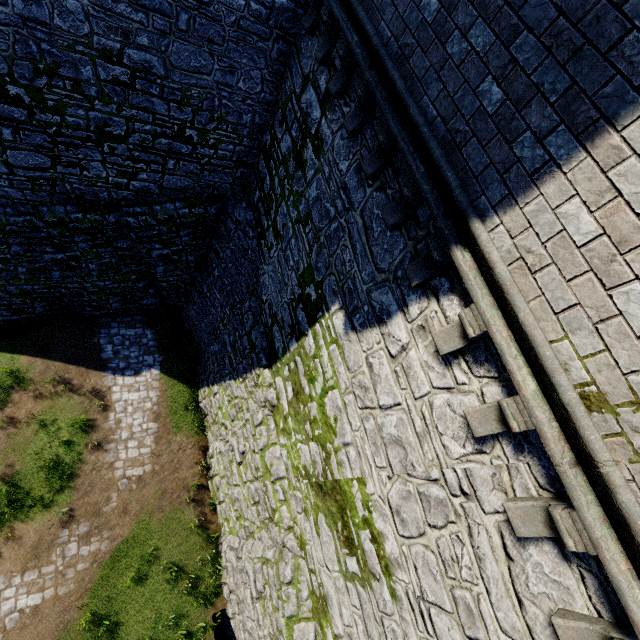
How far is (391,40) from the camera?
4.07m
